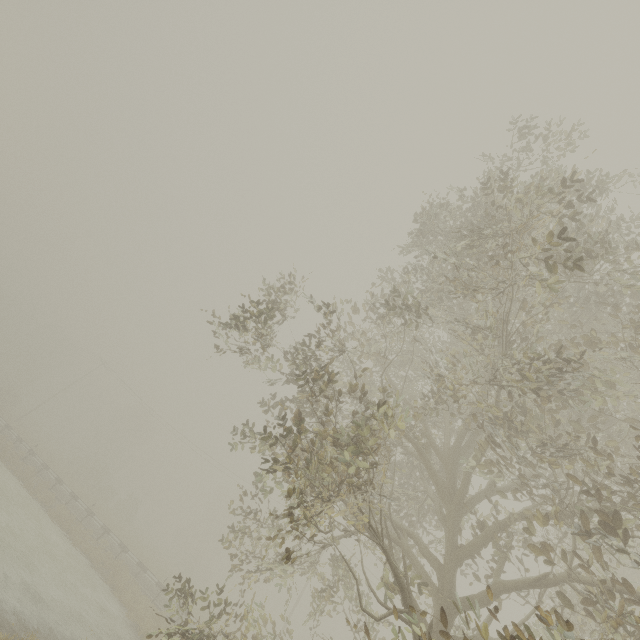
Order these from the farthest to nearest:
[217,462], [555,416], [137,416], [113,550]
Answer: [137,416] < [217,462] < [113,550] < [555,416]
